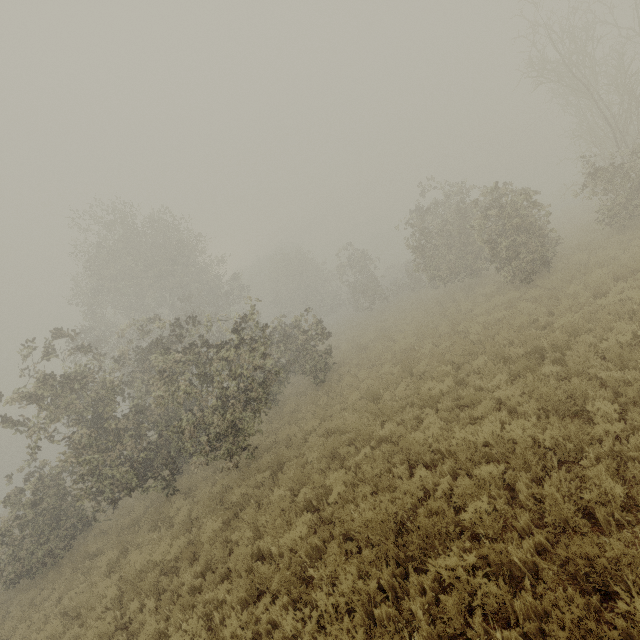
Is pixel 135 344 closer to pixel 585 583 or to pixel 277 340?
pixel 277 340
